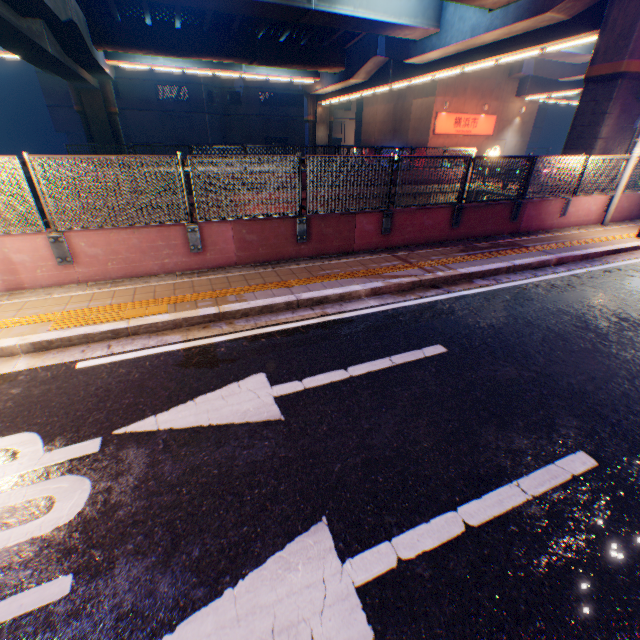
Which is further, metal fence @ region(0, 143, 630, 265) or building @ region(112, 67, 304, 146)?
building @ region(112, 67, 304, 146)

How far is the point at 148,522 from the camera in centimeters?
260cm

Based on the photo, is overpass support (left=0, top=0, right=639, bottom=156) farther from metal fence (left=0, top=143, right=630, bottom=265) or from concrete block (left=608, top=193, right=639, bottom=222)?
concrete block (left=608, top=193, right=639, bottom=222)

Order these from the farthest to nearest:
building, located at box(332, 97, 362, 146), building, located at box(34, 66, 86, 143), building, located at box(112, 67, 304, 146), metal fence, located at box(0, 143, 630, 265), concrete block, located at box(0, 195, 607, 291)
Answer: building, located at box(332, 97, 362, 146), building, located at box(112, 67, 304, 146), building, located at box(34, 66, 86, 143), concrete block, located at box(0, 195, 607, 291), metal fence, located at box(0, 143, 630, 265)

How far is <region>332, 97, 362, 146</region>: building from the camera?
47.2 meters

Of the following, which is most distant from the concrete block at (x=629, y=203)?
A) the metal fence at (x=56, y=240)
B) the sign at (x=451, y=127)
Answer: the sign at (x=451, y=127)

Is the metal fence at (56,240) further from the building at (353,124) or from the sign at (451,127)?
the building at (353,124)

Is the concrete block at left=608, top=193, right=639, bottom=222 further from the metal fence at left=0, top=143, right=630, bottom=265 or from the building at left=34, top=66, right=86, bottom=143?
the building at left=34, top=66, right=86, bottom=143
